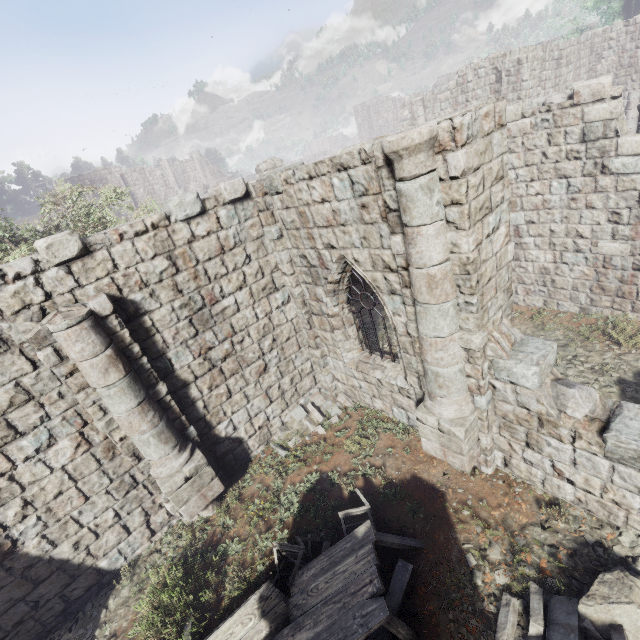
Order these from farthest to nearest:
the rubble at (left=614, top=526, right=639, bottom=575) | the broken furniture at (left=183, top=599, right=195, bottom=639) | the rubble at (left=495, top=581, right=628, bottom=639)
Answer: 1. the broken furniture at (left=183, top=599, right=195, bottom=639)
2. the rubble at (left=614, top=526, right=639, bottom=575)
3. the rubble at (left=495, top=581, right=628, bottom=639)

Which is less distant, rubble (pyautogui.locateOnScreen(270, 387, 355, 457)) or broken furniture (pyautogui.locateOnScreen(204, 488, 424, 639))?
broken furniture (pyautogui.locateOnScreen(204, 488, 424, 639))

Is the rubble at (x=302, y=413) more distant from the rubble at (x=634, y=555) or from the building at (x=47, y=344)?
the rubble at (x=634, y=555)

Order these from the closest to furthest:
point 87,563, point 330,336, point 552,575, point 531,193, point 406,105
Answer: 1. point 552,575
2. point 87,563
3. point 330,336
4. point 531,193
5. point 406,105

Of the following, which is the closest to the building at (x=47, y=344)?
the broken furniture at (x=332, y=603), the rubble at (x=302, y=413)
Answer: the rubble at (x=302, y=413)

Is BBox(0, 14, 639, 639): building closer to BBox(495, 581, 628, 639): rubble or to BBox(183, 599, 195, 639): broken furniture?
→ BBox(495, 581, 628, 639): rubble

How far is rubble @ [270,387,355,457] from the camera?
9.0 meters

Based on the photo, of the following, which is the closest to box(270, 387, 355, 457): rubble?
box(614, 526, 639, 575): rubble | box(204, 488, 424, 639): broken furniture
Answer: box(204, 488, 424, 639): broken furniture
